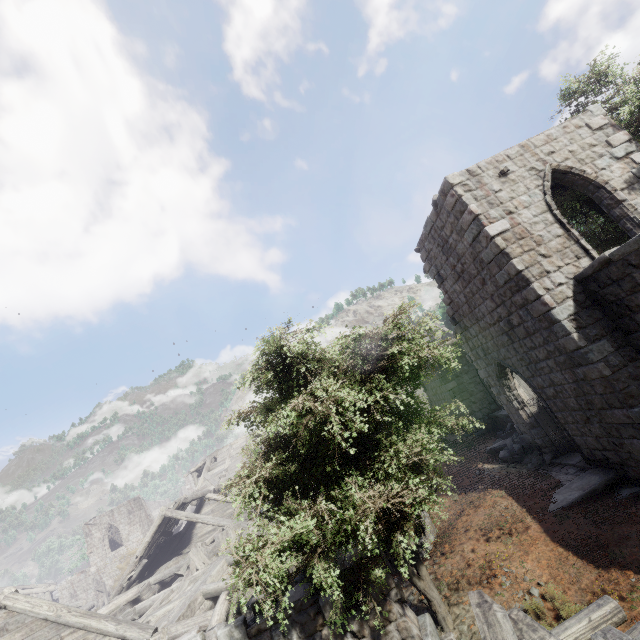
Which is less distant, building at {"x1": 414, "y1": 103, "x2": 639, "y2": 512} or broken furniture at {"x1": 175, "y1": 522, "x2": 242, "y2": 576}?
building at {"x1": 414, "y1": 103, "x2": 639, "y2": 512}

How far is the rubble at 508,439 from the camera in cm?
1220

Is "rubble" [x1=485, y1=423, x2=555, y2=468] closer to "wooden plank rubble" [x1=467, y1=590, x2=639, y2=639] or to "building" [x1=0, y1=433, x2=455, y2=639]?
"building" [x1=0, y1=433, x2=455, y2=639]

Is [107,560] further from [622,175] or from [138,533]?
[622,175]

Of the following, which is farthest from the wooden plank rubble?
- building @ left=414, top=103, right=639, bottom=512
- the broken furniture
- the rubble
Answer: the broken furniture

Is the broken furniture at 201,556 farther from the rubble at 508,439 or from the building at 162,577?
the rubble at 508,439

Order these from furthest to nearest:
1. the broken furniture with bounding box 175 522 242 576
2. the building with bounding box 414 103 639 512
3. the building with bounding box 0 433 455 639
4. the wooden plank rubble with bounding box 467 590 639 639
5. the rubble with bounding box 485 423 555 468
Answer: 1. the broken furniture with bounding box 175 522 242 576
2. the rubble with bounding box 485 423 555 468
3. the building with bounding box 414 103 639 512
4. the building with bounding box 0 433 455 639
5. the wooden plank rubble with bounding box 467 590 639 639
